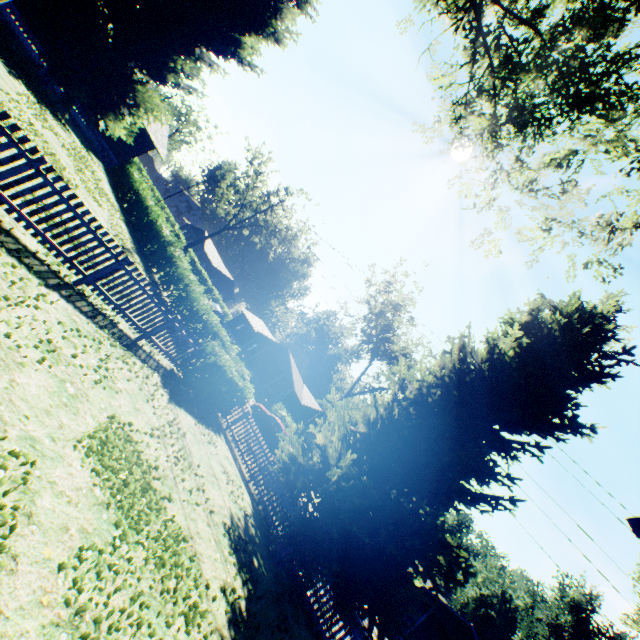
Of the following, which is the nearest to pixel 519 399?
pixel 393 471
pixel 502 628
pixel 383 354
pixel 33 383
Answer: pixel 393 471

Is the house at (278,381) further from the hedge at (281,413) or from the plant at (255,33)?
the plant at (255,33)

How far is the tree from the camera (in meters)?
30.61

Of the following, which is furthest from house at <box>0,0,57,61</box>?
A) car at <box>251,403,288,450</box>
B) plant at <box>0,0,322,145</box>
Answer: car at <box>251,403,288,450</box>

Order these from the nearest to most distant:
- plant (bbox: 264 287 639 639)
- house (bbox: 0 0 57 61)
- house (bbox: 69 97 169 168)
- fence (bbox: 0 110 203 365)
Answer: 1. fence (bbox: 0 110 203 365)
2. plant (bbox: 264 287 639 639)
3. house (bbox: 0 0 57 61)
4. house (bbox: 69 97 169 168)

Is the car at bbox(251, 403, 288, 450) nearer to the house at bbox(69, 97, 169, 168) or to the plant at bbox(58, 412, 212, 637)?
the plant at bbox(58, 412, 212, 637)

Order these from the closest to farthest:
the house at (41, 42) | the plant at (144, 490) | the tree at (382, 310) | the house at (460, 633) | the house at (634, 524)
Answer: the house at (634, 524) → the plant at (144, 490) → the house at (41, 42) → the house at (460, 633) → the tree at (382, 310)

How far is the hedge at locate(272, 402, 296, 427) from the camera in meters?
31.0
